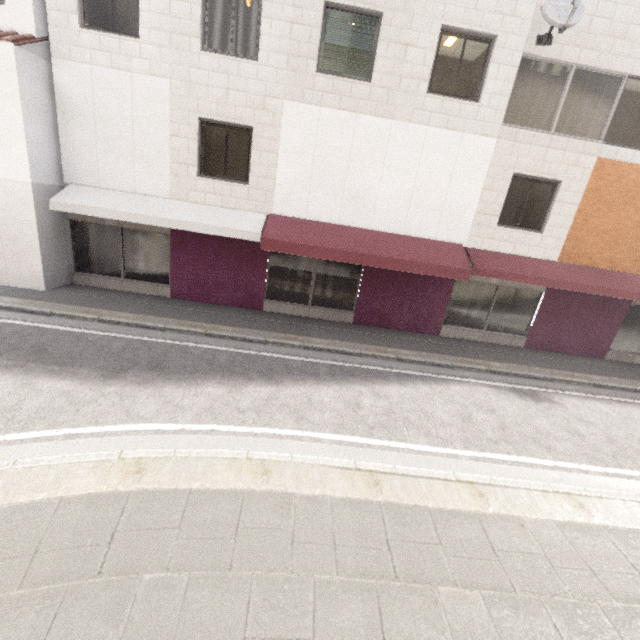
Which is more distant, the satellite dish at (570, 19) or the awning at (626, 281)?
the awning at (626, 281)

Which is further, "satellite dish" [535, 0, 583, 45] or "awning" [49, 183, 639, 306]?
"awning" [49, 183, 639, 306]

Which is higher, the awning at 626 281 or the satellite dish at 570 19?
the satellite dish at 570 19

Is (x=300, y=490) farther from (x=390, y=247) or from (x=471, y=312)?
(x=471, y=312)

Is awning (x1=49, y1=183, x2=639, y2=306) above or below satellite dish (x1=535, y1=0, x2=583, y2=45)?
below
